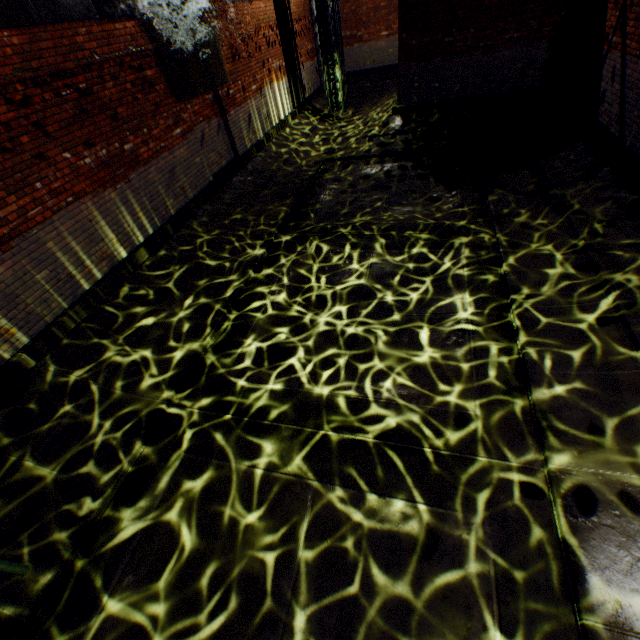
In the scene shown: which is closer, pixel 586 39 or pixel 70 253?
→ pixel 70 253
